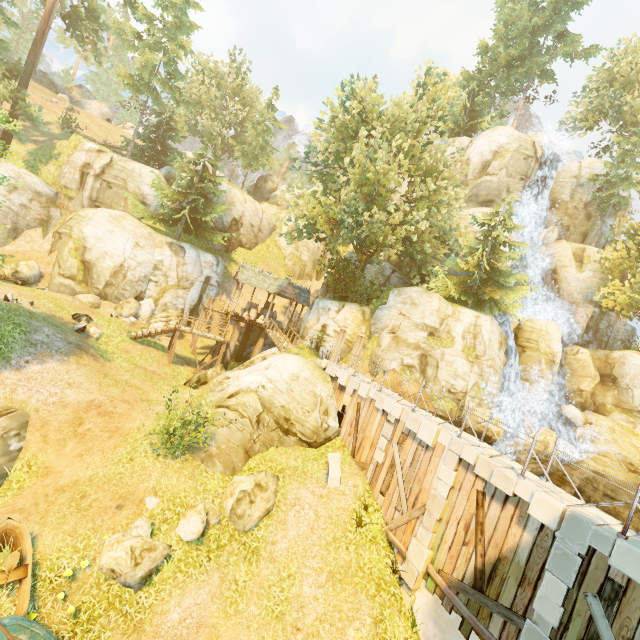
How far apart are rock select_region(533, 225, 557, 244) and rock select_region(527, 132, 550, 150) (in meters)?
8.76

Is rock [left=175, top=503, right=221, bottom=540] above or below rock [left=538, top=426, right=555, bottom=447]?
below

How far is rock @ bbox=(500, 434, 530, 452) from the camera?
21.7 meters

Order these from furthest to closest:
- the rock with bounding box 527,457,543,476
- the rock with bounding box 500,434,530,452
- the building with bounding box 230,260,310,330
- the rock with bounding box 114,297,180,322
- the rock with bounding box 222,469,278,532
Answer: the building with bounding box 230,260,310,330 → the rock with bounding box 114,297,180,322 → the rock with bounding box 500,434,530,452 → the rock with bounding box 527,457,543,476 → the rock with bounding box 222,469,278,532

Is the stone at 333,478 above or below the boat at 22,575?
above

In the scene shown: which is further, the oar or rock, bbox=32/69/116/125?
rock, bbox=32/69/116/125

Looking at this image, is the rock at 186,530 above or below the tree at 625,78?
below

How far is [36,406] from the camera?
13.3 meters
